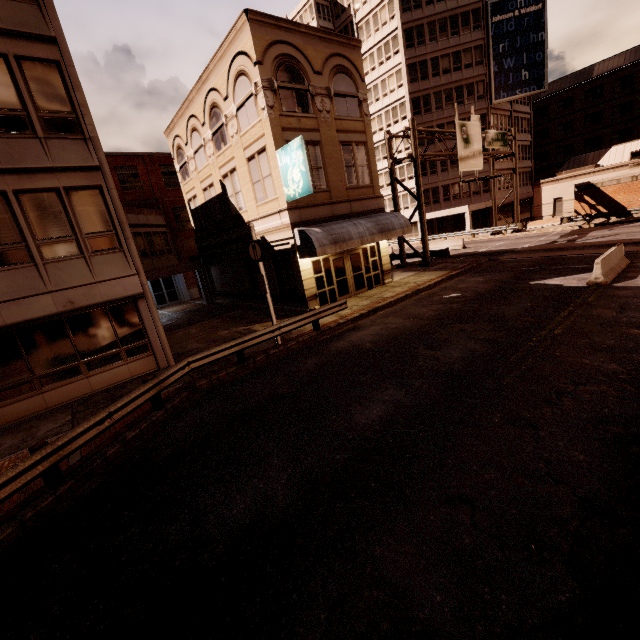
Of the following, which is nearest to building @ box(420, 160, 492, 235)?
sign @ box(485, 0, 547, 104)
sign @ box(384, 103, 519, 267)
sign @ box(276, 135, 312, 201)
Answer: sign @ box(485, 0, 547, 104)

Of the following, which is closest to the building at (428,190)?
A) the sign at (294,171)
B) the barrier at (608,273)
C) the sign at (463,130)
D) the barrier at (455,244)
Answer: the sign at (463,130)

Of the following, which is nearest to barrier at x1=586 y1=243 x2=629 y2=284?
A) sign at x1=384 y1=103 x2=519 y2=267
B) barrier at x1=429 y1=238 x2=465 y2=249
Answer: sign at x1=384 y1=103 x2=519 y2=267

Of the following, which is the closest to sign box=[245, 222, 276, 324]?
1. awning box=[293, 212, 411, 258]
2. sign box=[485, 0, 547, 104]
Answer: awning box=[293, 212, 411, 258]

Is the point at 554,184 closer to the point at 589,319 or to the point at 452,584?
the point at 589,319

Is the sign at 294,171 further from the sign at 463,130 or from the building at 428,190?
the building at 428,190

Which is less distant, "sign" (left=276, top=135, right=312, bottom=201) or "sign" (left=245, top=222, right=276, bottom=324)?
"sign" (left=245, top=222, right=276, bottom=324)

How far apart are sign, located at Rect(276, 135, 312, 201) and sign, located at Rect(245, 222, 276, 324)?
3.54m
